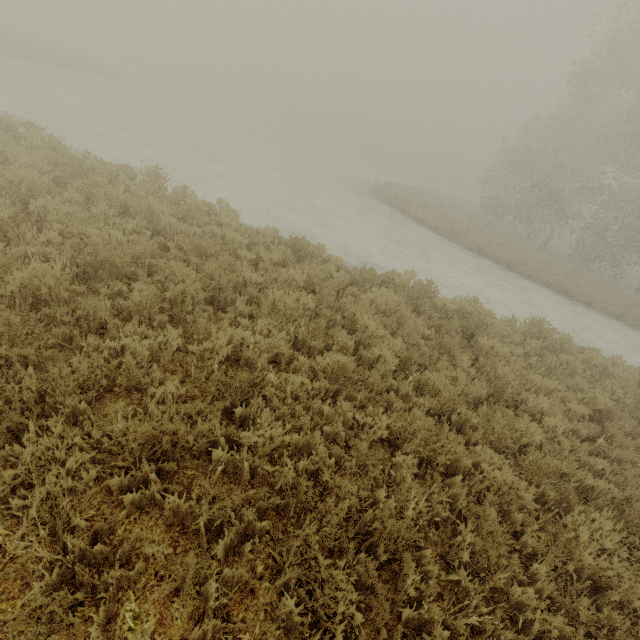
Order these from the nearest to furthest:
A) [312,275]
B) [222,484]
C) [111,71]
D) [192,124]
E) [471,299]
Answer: [222,484] → [312,275] → [471,299] → [192,124] → [111,71]
